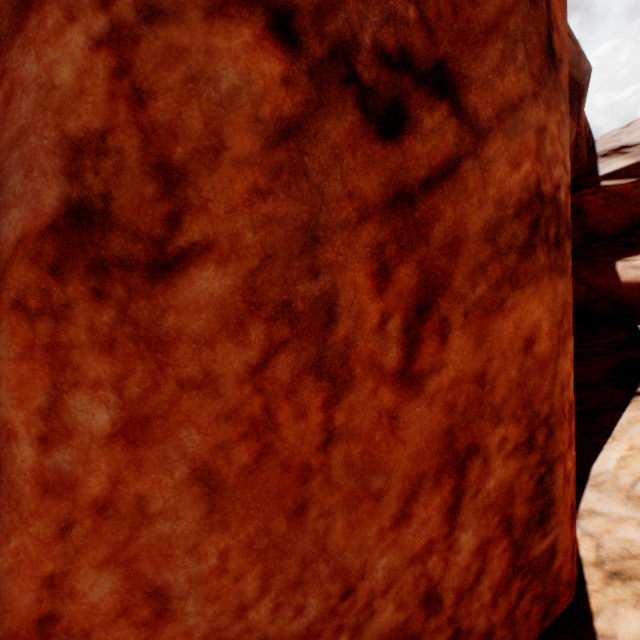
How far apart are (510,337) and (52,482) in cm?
252
